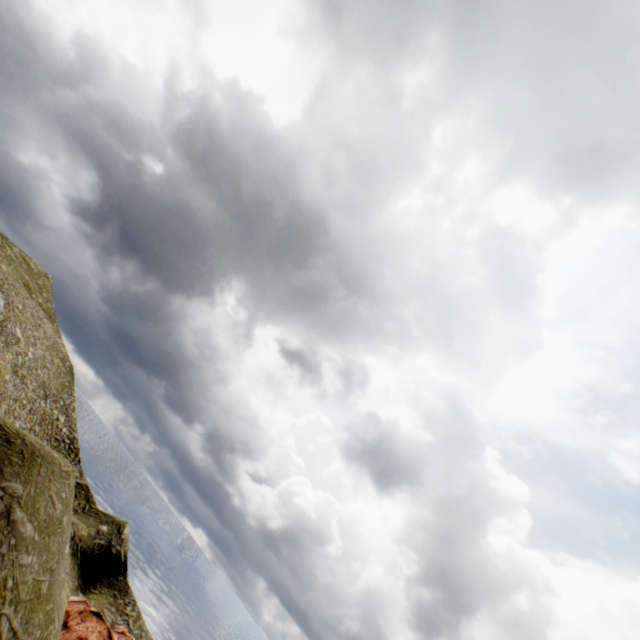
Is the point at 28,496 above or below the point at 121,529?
above
